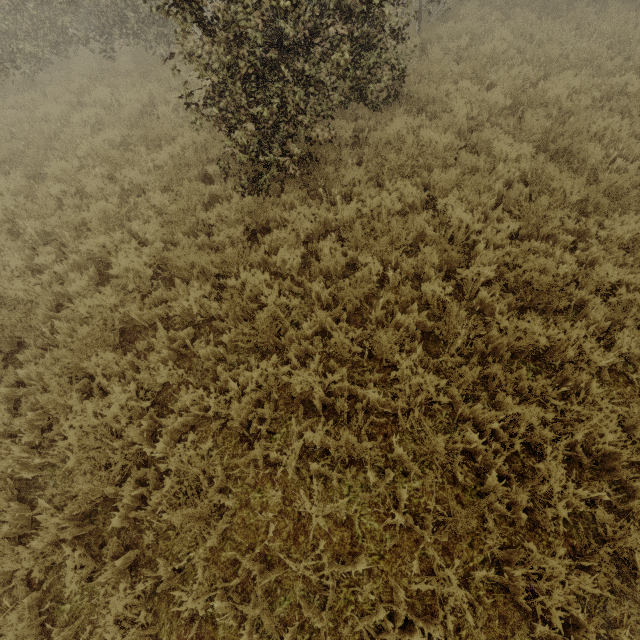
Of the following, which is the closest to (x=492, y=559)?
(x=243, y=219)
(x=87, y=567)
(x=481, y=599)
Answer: (x=481, y=599)
